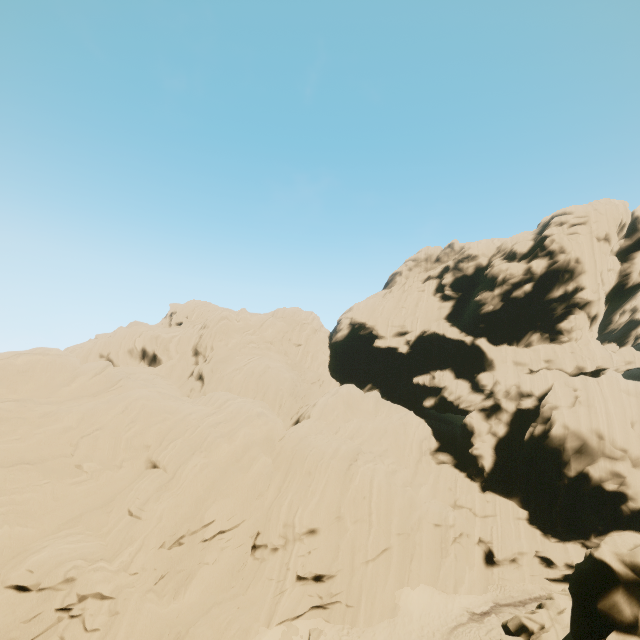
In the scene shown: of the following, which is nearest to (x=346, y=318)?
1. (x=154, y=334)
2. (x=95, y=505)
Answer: (x=154, y=334)
